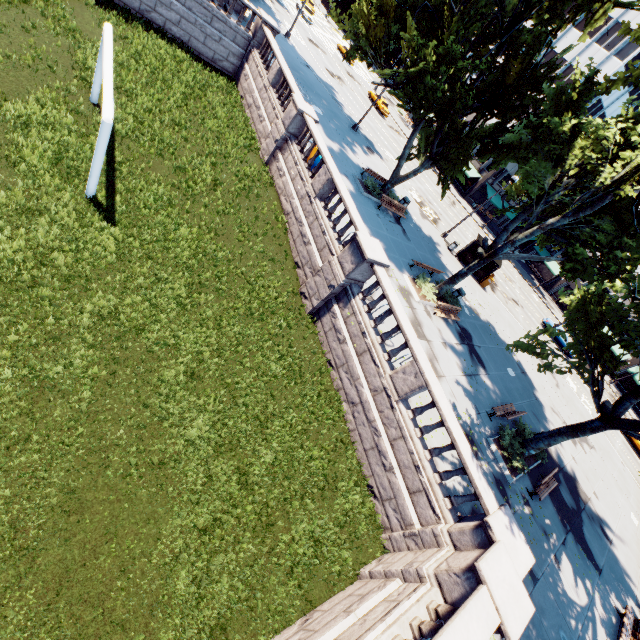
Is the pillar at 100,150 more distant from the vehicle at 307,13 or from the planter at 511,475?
the vehicle at 307,13

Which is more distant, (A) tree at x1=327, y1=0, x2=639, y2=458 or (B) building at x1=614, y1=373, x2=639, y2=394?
(B) building at x1=614, y1=373, x2=639, y2=394

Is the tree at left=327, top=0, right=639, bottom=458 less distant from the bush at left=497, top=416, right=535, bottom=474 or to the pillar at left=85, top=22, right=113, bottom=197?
the bush at left=497, top=416, right=535, bottom=474

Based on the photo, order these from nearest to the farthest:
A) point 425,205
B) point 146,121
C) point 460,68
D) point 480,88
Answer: point 146,121 < point 460,68 < point 480,88 < point 425,205

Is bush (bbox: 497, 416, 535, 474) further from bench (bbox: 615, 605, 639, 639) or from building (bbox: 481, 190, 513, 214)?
building (bbox: 481, 190, 513, 214)

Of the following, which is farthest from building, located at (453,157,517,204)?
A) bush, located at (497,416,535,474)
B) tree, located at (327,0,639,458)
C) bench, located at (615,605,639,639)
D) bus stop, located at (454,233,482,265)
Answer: bush, located at (497,416,535,474)

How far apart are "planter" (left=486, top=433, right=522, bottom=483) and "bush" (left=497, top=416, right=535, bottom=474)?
0.0m

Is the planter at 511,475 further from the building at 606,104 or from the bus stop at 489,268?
the building at 606,104
